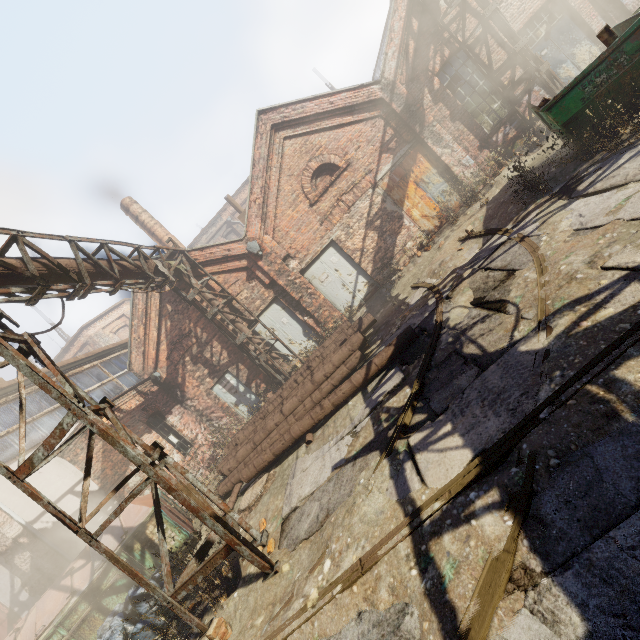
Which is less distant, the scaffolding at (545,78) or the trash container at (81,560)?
the trash container at (81,560)

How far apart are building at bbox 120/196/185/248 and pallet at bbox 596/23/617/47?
17.5m

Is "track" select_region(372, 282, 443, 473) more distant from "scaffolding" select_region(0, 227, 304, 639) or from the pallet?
the pallet

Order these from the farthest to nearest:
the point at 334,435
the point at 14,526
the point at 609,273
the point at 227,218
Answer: the point at 227,218
the point at 14,526
the point at 334,435
the point at 609,273

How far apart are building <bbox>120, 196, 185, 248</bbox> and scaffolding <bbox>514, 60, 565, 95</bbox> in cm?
1560

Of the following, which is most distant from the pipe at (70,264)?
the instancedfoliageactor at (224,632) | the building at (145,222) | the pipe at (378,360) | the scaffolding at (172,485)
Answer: the building at (145,222)

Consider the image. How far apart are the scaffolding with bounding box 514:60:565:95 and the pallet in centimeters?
469cm

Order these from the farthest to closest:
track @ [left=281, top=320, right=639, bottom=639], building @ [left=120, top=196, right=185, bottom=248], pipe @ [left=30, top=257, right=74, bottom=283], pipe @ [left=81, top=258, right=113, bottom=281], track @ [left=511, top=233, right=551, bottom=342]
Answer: building @ [left=120, top=196, right=185, bottom=248] < pipe @ [left=81, top=258, right=113, bottom=281] < pipe @ [left=30, top=257, right=74, bottom=283] < track @ [left=511, top=233, right=551, bottom=342] < track @ [left=281, top=320, right=639, bottom=639]
